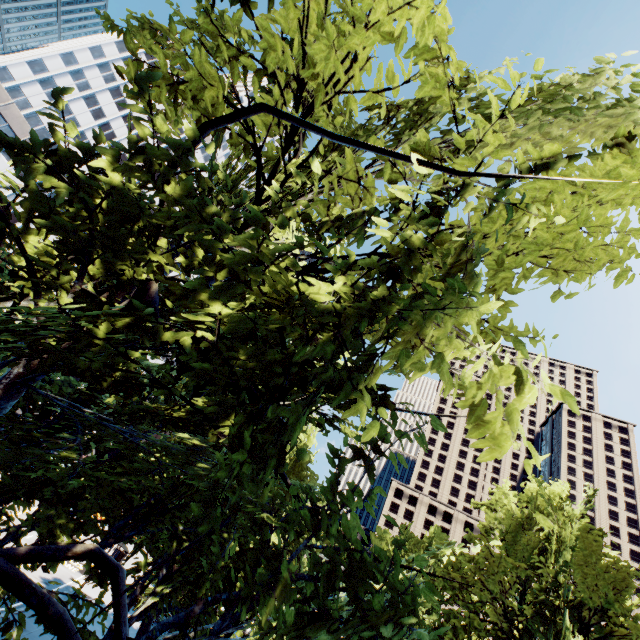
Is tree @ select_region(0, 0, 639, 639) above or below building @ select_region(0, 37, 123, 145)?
below

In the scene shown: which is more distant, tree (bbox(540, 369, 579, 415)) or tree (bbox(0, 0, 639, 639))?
tree (bbox(0, 0, 639, 639))

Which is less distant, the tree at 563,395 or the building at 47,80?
the tree at 563,395

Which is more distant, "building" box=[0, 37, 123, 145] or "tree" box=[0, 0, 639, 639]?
"building" box=[0, 37, 123, 145]

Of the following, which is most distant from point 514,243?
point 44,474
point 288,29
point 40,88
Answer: point 40,88

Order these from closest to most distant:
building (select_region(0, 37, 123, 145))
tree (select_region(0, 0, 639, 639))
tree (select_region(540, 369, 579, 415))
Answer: tree (select_region(540, 369, 579, 415)), tree (select_region(0, 0, 639, 639)), building (select_region(0, 37, 123, 145))

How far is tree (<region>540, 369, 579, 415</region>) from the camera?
2.9m

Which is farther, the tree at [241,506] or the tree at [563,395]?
the tree at [241,506]
